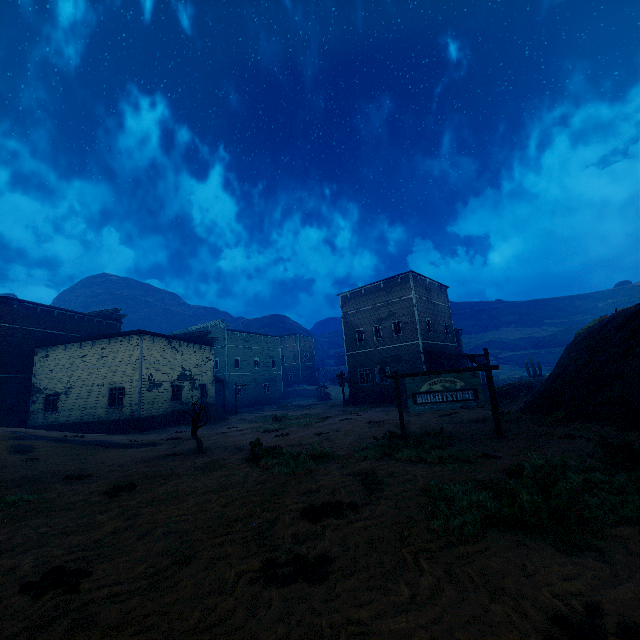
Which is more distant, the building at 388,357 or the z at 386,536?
the building at 388,357

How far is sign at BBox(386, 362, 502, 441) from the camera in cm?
1019

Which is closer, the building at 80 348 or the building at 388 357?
the building at 80 348

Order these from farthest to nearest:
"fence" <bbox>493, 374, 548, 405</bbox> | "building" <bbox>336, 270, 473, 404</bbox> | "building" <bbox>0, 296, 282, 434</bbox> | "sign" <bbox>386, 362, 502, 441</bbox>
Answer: "building" <bbox>336, 270, 473, 404</bbox> → "building" <bbox>0, 296, 282, 434</bbox> → "fence" <bbox>493, 374, 548, 405</bbox> → "sign" <bbox>386, 362, 502, 441</bbox>

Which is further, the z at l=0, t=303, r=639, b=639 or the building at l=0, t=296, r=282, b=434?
the building at l=0, t=296, r=282, b=434

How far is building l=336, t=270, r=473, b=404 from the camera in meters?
27.3

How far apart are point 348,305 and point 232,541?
28.4m

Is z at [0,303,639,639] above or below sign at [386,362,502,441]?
below
